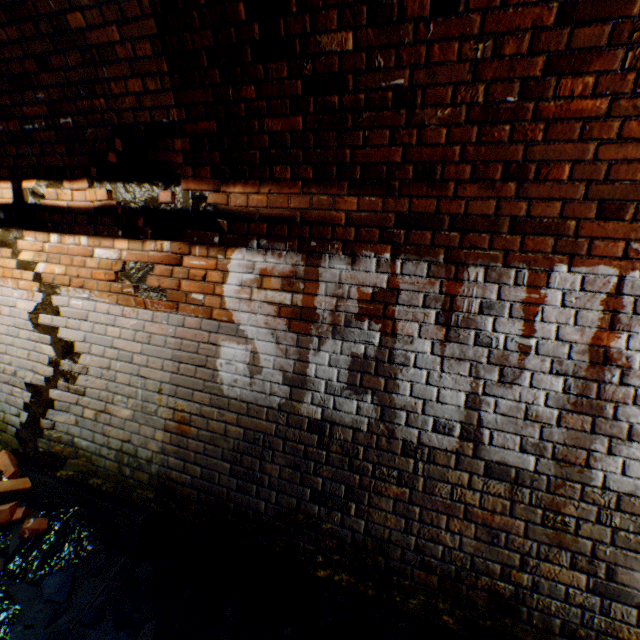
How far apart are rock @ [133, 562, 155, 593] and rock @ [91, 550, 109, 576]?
0.23m

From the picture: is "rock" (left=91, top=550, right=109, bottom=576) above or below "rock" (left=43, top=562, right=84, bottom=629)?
above

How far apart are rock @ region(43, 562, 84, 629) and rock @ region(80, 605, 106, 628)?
0.1m

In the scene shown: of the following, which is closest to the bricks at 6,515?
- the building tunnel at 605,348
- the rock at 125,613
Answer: the building tunnel at 605,348

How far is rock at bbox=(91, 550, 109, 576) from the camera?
2.2m

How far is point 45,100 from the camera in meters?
2.5

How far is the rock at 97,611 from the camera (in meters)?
1.99

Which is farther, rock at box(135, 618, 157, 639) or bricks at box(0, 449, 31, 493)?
bricks at box(0, 449, 31, 493)
